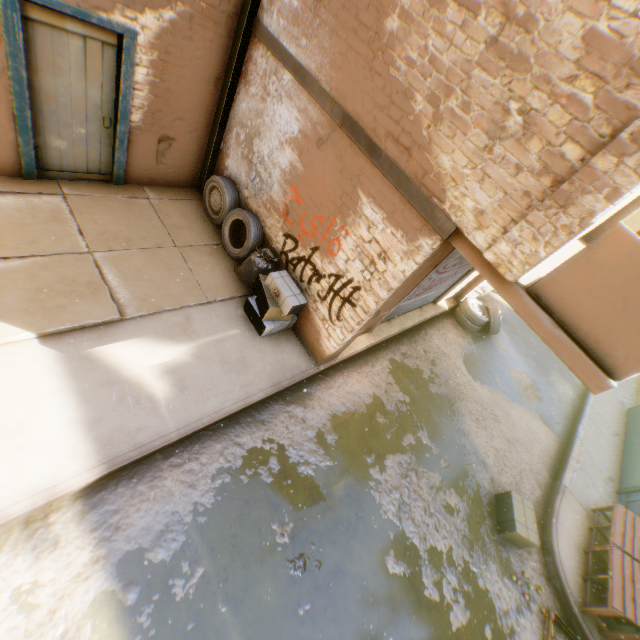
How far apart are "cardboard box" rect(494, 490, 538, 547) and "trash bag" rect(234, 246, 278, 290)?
6.08m

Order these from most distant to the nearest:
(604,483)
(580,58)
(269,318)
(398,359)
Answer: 1. (604,483)
2. (398,359)
3. (269,318)
4. (580,58)

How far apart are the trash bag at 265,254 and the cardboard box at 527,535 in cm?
608

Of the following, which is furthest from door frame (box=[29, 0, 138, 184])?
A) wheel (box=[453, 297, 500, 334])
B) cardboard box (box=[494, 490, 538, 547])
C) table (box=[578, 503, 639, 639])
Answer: wheel (box=[453, 297, 500, 334])

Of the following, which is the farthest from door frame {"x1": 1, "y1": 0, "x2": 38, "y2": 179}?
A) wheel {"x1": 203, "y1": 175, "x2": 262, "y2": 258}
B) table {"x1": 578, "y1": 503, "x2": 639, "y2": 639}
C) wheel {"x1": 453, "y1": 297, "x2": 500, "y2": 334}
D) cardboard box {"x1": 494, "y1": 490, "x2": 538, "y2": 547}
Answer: wheel {"x1": 453, "y1": 297, "x2": 500, "y2": 334}

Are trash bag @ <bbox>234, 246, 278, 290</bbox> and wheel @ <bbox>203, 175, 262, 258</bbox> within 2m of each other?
yes

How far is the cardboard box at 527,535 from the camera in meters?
5.7

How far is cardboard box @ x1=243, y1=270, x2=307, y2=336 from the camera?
5.24m
